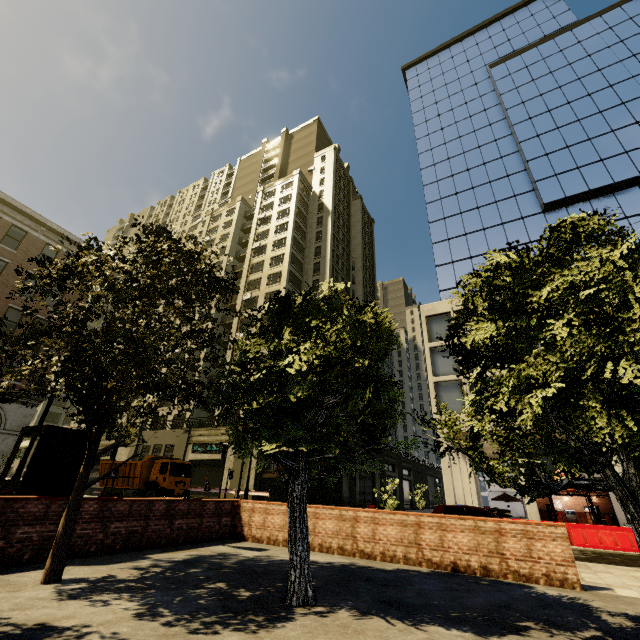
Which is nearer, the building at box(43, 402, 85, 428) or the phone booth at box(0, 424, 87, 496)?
the phone booth at box(0, 424, 87, 496)

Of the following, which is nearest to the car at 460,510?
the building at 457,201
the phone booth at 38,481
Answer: the building at 457,201

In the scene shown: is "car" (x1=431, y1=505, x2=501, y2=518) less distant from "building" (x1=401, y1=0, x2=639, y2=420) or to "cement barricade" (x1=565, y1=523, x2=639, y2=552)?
"cement barricade" (x1=565, y1=523, x2=639, y2=552)

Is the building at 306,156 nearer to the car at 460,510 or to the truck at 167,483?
the truck at 167,483

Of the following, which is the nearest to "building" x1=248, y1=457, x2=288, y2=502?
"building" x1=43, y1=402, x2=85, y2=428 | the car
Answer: "building" x1=43, y1=402, x2=85, y2=428

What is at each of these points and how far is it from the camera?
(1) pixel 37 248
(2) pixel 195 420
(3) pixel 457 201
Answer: (1) building, 25.42m
(2) building, 39.16m
(3) building, 34.88m

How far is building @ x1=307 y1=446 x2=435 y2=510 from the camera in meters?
29.2

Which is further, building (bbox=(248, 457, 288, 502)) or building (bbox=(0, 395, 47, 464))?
building (bbox=(248, 457, 288, 502))
